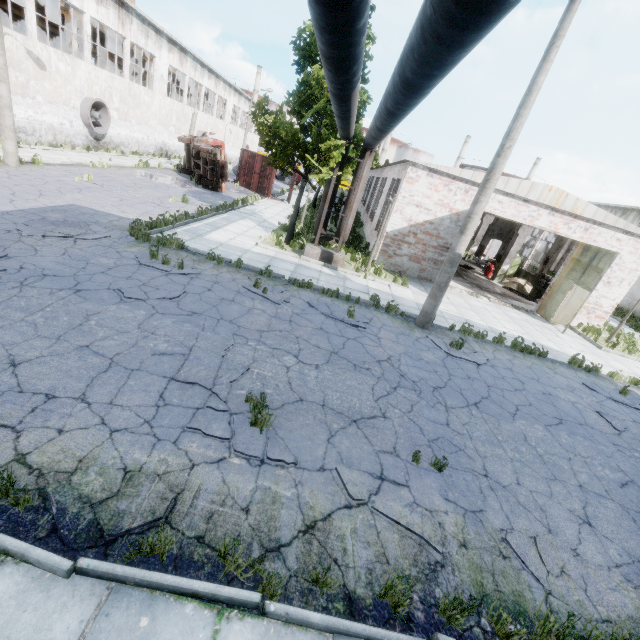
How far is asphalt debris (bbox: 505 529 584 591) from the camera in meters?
4.0

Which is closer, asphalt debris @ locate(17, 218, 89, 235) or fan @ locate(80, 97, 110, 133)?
asphalt debris @ locate(17, 218, 89, 235)

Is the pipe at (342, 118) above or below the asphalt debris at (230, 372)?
above

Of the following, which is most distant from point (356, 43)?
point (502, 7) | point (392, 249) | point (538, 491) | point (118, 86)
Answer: point (118, 86)

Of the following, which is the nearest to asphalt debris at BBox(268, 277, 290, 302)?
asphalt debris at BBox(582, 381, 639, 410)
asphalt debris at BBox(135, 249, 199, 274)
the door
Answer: asphalt debris at BBox(135, 249, 199, 274)

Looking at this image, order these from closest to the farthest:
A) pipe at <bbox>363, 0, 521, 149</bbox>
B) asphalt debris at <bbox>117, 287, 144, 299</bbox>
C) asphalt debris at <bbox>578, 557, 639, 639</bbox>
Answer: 1. pipe at <bbox>363, 0, 521, 149</bbox>
2. asphalt debris at <bbox>578, 557, 639, 639</bbox>
3. asphalt debris at <bbox>117, 287, 144, 299</bbox>

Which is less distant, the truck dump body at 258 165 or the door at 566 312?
the door at 566 312

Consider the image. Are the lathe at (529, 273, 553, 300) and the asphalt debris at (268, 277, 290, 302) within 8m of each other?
no
